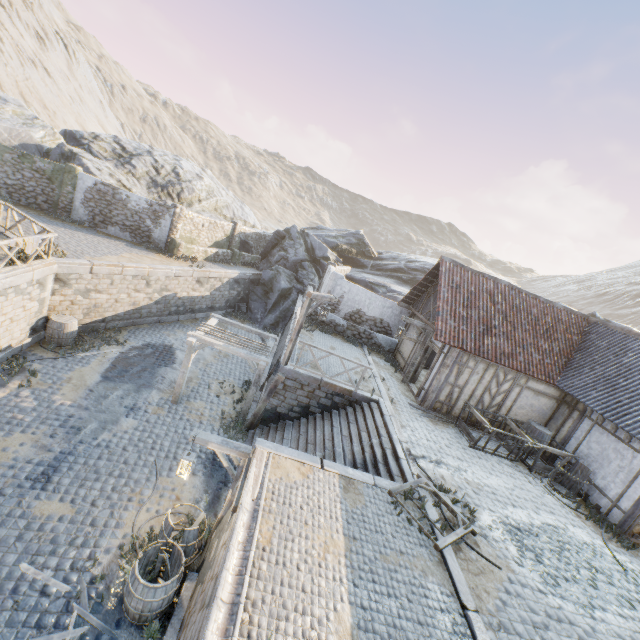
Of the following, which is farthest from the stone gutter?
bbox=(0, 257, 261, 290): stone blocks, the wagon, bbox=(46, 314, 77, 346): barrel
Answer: bbox=(46, 314, 77, 346): barrel

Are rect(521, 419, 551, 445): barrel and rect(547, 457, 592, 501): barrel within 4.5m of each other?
yes

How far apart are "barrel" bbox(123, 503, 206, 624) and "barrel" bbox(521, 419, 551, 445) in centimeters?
1240cm

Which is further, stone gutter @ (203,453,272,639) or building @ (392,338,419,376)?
building @ (392,338,419,376)

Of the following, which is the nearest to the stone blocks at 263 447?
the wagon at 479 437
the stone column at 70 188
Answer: the wagon at 479 437

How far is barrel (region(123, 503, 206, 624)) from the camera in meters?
6.1 m

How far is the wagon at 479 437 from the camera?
11.4 meters

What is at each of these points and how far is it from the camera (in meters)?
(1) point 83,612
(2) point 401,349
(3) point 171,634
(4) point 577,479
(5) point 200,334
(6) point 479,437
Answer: (1) wood chunk, 6.22
(2) building, 17.53
(3) stone blocks, 6.13
(4) barrel, 10.48
(5) awning, 12.41
(6) wagon, 11.32
